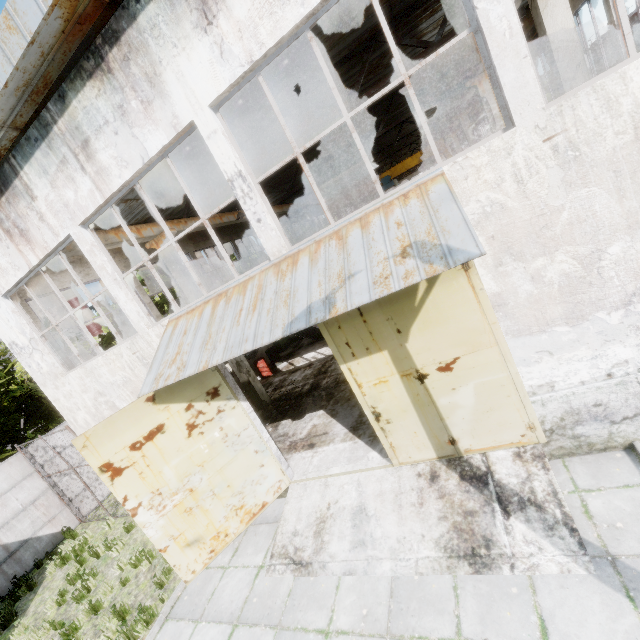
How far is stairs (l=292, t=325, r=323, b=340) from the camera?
16.4m

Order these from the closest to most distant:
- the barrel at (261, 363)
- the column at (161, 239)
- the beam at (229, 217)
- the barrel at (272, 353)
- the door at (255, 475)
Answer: the door at (255, 475) < the column at (161, 239) < the beam at (229, 217) < the barrel at (261, 363) < the barrel at (272, 353)

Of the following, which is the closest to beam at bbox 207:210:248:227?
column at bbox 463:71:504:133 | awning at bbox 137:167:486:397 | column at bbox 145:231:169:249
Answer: column at bbox 145:231:169:249

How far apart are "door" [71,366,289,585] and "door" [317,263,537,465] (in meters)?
2.69

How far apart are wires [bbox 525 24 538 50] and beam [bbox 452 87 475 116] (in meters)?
2.44

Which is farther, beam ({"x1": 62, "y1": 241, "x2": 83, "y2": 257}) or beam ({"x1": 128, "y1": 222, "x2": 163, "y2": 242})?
beam ({"x1": 128, "y1": 222, "x2": 163, "y2": 242})

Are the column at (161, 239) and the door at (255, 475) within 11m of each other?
yes

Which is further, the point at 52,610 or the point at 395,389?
the point at 52,610
